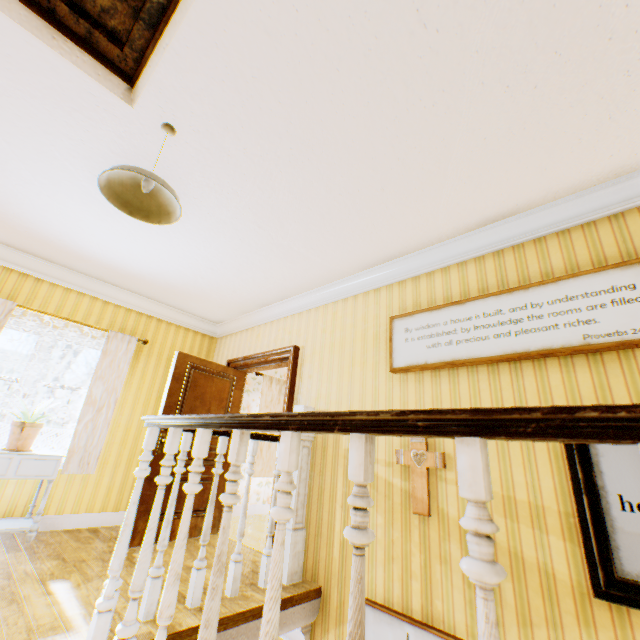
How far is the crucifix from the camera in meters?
2.6

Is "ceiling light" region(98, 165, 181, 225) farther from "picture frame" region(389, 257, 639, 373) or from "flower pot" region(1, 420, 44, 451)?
"flower pot" region(1, 420, 44, 451)

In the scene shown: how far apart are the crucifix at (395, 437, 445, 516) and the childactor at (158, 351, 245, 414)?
2.8 meters

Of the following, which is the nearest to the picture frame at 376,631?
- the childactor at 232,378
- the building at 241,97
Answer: the building at 241,97

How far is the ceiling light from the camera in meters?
1.9 m

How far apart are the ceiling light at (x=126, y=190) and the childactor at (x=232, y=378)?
2.4m

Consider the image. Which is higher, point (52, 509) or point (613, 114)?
point (613, 114)

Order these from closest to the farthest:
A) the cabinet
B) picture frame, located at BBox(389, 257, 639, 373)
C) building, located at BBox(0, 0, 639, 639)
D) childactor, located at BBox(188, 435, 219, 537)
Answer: building, located at BBox(0, 0, 639, 639) < picture frame, located at BBox(389, 257, 639, 373) < the cabinet < childactor, located at BBox(188, 435, 219, 537)
